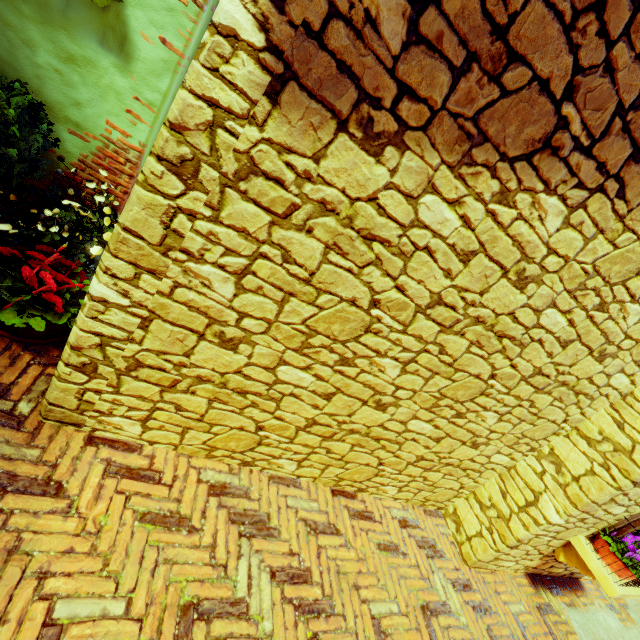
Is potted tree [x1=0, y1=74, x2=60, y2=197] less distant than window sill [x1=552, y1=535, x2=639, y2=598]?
Yes

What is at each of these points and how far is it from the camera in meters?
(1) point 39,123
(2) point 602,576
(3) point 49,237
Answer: (1) potted tree, 2.4 m
(2) window sill, 3.0 m
(3) potted tree, 2.3 m

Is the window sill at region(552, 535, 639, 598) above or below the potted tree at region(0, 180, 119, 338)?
above

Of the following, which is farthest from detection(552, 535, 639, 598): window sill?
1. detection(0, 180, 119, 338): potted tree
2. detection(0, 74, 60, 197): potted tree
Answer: detection(0, 74, 60, 197): potted tree

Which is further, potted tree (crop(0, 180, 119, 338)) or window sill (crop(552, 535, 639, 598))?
window sill (crop(552, 535, 639, 598))

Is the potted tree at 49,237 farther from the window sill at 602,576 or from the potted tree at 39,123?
the window sill at 602,576
